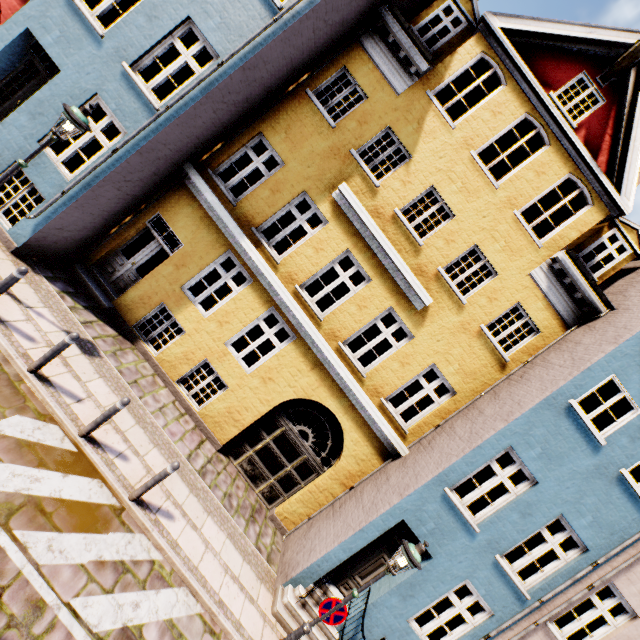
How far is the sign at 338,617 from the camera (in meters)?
6.04

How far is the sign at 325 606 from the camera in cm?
603

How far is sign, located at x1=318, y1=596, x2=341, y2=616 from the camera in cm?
603

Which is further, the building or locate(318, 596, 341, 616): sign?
the building

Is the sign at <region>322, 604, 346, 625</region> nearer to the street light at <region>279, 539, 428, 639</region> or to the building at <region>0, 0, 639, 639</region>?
the street light at <region>279, 539, 428, 639</region>

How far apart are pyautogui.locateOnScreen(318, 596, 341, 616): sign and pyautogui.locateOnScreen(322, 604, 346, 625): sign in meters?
0.1

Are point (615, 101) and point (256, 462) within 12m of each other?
no

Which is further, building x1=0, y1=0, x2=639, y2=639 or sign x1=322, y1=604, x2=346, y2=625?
building x1=0, y1=0, x2=639, y2=639
